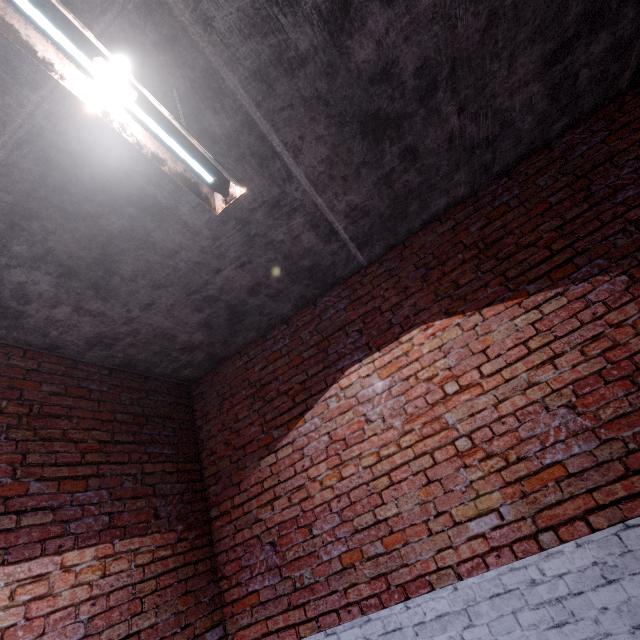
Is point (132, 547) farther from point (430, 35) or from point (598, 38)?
point (598, 38)
